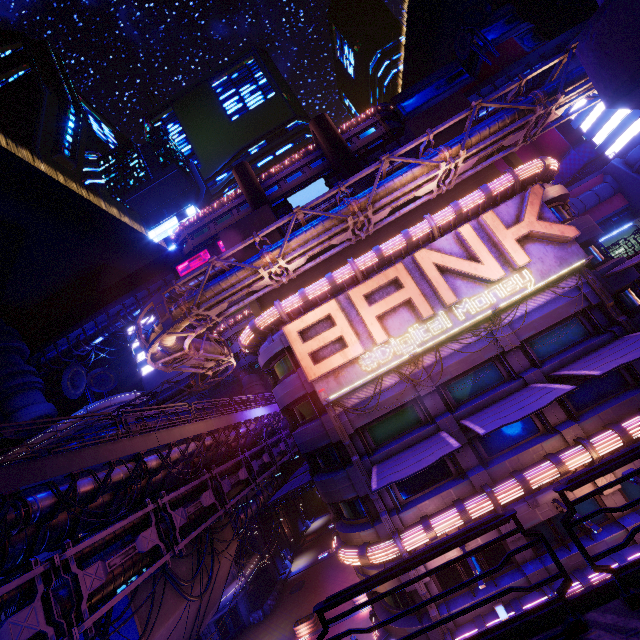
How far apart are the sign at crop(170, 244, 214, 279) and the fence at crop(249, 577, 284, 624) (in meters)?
43.32

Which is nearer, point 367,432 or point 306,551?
point 367,432

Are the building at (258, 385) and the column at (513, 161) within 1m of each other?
no

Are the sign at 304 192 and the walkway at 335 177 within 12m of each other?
yes

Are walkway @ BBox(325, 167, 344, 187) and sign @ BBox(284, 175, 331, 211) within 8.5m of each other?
yes

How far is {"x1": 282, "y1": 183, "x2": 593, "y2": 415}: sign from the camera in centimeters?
1636cm

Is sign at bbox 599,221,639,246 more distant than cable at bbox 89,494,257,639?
Yes

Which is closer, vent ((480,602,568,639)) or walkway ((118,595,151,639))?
vent ((480,602,568,639))
